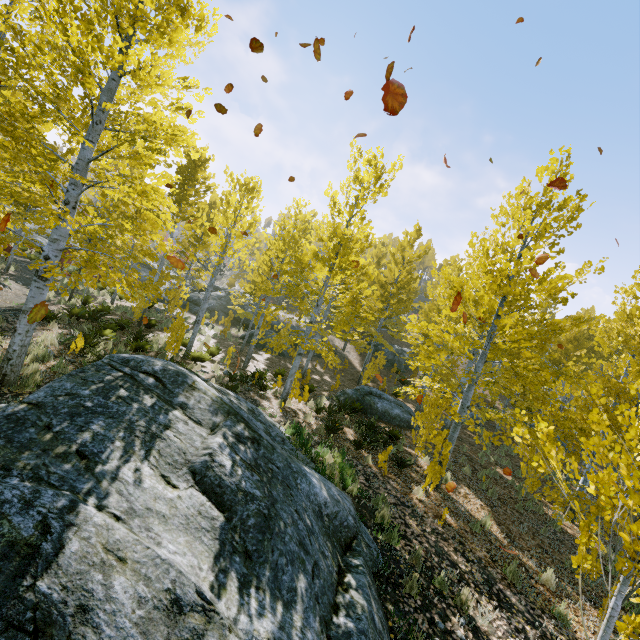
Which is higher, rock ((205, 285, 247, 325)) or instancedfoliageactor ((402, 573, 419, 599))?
rock ((205, 285, 247, 325))

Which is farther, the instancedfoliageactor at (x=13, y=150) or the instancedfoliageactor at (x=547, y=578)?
the instancedfoliageactor at (x=547, y=578)

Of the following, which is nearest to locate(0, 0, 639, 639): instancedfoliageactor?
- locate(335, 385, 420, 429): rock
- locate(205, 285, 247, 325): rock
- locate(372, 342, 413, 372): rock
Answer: locate(372, 342, 413, 372): rock

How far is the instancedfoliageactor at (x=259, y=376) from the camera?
10.9m

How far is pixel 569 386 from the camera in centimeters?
1330cm

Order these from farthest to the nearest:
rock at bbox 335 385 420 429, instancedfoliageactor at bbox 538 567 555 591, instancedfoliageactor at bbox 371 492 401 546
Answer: rock at bbox 335 385 420 429 < instancedfoliageactor at bbox 538 567 555 591 < instancedfoliageactor at bbox 371 492 401 546

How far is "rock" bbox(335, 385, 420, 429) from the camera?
14.41m
